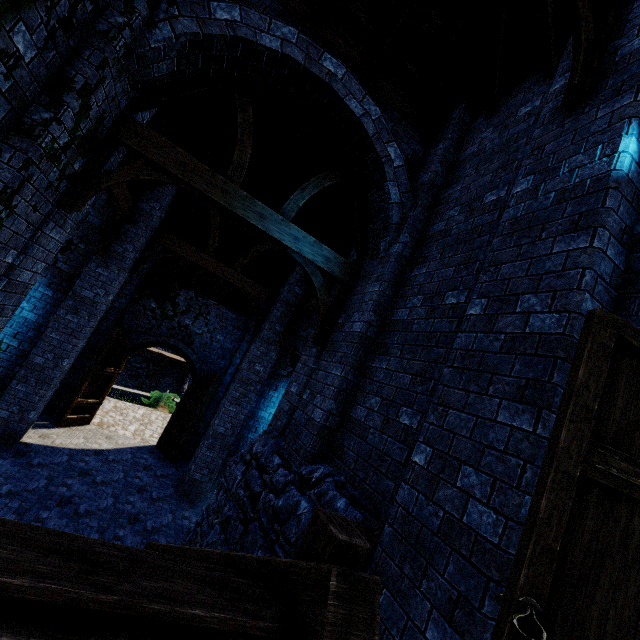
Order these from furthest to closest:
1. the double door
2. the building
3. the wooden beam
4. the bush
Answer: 1. the bush
2. the double door
3. the building
4. the wooden beam

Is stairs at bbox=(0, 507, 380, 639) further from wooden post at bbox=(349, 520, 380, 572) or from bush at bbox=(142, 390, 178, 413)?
bush at bbox=(142, 390, 178, 413)

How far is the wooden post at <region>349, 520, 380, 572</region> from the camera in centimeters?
279cm

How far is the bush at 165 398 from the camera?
19.1 meters

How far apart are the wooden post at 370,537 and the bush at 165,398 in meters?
18.2

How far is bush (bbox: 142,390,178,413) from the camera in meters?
19.1 m

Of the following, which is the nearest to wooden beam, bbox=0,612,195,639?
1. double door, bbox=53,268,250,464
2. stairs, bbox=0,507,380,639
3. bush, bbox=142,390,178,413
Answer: stairs, bbox=0,507,380,639

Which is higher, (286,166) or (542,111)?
(286,166)
